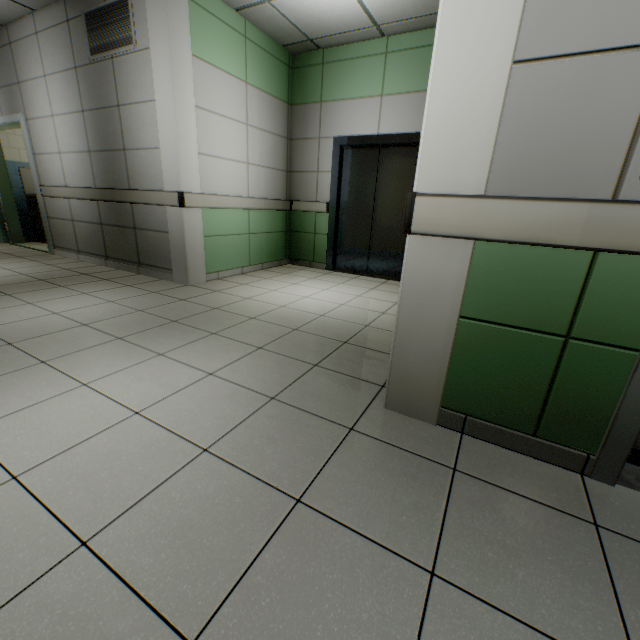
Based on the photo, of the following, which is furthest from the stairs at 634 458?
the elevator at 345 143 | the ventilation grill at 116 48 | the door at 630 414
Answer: the ventilation grill at 116 48

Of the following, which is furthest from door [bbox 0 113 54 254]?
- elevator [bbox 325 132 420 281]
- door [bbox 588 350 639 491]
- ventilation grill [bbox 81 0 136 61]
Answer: door [bbox 588 350 639 491]

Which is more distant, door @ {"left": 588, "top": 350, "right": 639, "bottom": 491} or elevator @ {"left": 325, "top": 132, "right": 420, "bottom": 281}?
elevator @ {"left": 325, "top": 132, "right": 420, "bottom": 281}

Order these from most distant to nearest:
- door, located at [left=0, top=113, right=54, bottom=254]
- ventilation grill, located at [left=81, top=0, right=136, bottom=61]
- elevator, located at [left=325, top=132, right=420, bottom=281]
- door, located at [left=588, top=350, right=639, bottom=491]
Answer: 1. door, located at [left=0, top=113, right=54, bottom=254]
2. elevator, located at [left=325, top=132, right=420, bottom=281]
3. ventilation grill, located at [left=81, top=0, right=136, bottom=61]
4. door, located at [left=588, top=350, right=639, bottom=491]

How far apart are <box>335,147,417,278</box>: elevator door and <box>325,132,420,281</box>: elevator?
0.01m

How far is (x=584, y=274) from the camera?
1.26m

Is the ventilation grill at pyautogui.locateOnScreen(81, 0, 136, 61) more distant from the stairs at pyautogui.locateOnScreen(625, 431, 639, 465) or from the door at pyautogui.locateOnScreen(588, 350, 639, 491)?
the door at pyautogui.locateOnScreen(588, 350, 639, 491)

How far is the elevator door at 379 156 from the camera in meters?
4.9
